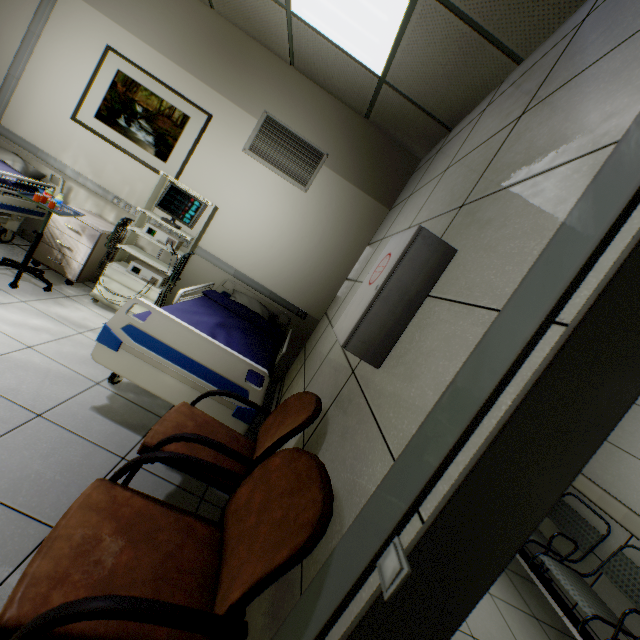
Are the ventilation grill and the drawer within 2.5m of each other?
yes

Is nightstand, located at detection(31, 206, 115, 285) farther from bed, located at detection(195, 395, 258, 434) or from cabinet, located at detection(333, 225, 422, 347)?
cabinet, located at detection(333, 225, 422, 347)

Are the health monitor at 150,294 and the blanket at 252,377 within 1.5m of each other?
yes

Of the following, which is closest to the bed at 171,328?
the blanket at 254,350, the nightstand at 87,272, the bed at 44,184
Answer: the blanket at 254,350

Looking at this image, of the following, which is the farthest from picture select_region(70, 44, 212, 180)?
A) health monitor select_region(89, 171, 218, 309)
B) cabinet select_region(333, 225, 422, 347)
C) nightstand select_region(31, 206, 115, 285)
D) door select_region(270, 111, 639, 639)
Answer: door select_region(270, 111, 639, 639)

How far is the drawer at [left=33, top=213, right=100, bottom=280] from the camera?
3.21m

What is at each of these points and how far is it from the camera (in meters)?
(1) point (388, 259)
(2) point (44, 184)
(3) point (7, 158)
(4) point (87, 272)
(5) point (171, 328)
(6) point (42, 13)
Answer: (1) cabinet, 1.43
(2) bed, 3.34
(3) blanket, 3.35
(4) nightstand, 3.41
(5) bed, 1.89
(6) cable duct, 3.39

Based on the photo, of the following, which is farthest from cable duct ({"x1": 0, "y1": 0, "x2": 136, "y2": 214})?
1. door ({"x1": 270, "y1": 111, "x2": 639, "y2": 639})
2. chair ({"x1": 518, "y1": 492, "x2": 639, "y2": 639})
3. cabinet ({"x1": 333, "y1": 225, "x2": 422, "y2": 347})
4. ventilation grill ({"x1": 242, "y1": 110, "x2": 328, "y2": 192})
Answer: chair ({"x1": 518, "y1": 492, "x2": 639, "y2": 639})
